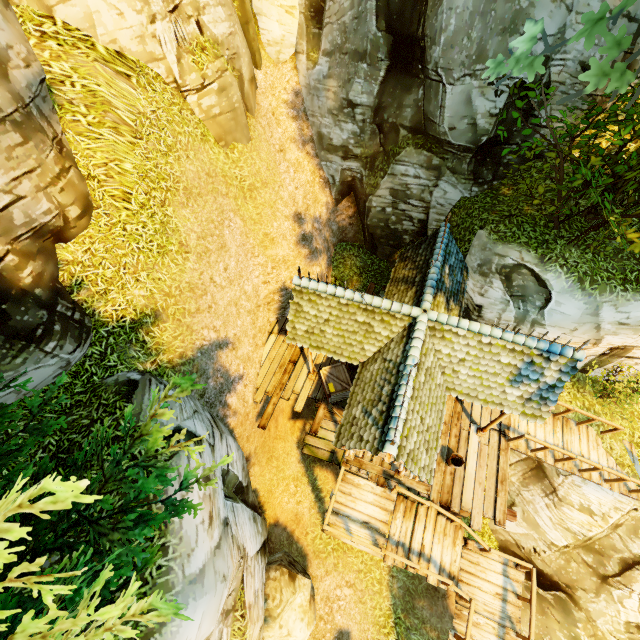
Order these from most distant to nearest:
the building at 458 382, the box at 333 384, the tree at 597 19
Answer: the box at 333 384, the building at 458 382, the tree at 597 19

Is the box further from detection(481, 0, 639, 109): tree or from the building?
detection(481, 0, 639, 109): tree

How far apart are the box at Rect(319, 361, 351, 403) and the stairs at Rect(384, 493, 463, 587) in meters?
4.2

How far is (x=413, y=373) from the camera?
7.23m

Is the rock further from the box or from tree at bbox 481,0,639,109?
tree at bbox 481,0,639,109

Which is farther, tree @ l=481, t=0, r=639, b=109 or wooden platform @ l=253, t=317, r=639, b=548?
wooden platform @ l=253, t=317, r=639, b=548

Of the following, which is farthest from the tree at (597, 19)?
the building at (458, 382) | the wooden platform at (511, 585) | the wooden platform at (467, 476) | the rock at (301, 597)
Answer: the wooden platform at (511, 585)

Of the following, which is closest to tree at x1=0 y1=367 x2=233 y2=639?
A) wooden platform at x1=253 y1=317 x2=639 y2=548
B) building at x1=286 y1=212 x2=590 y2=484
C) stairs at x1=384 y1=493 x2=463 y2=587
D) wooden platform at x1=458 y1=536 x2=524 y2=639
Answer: building at x1=286 y1=212 x2=590 y2=484
